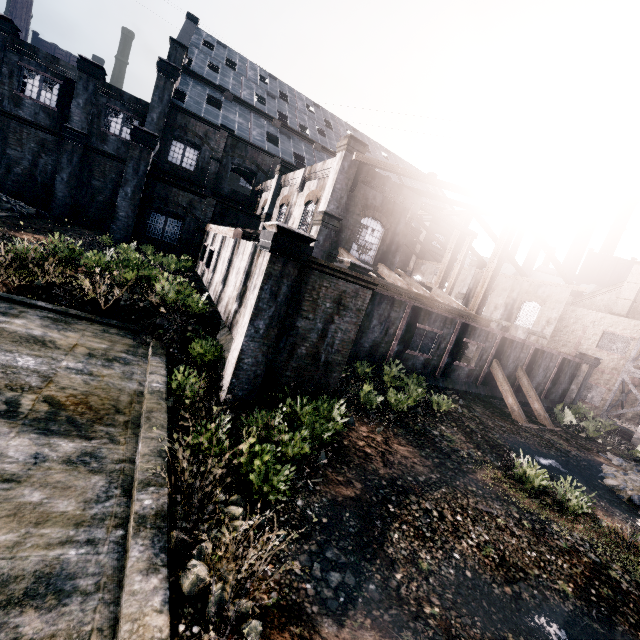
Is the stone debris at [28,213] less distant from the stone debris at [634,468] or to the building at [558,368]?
the building at [558,368]

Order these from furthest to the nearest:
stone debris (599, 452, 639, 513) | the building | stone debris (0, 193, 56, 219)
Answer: stone debris (0, 193, 56, 219), stone debris (599, 452, 639, 513), the building

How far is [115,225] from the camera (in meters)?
27.77

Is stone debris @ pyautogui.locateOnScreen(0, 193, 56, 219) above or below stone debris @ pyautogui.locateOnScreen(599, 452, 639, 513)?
above

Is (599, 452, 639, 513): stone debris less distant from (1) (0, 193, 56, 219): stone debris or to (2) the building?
(2) the building

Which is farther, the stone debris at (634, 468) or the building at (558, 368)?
the stone debris at (634, 468)
